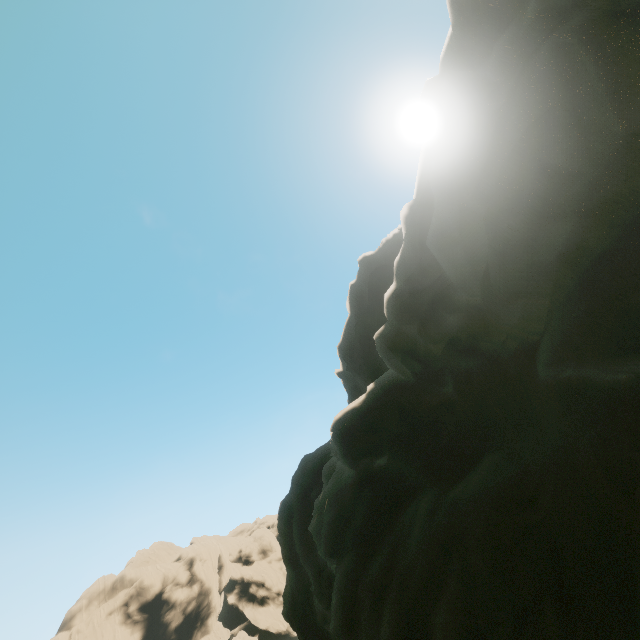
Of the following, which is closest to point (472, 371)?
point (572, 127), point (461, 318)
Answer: point (461, 318)
